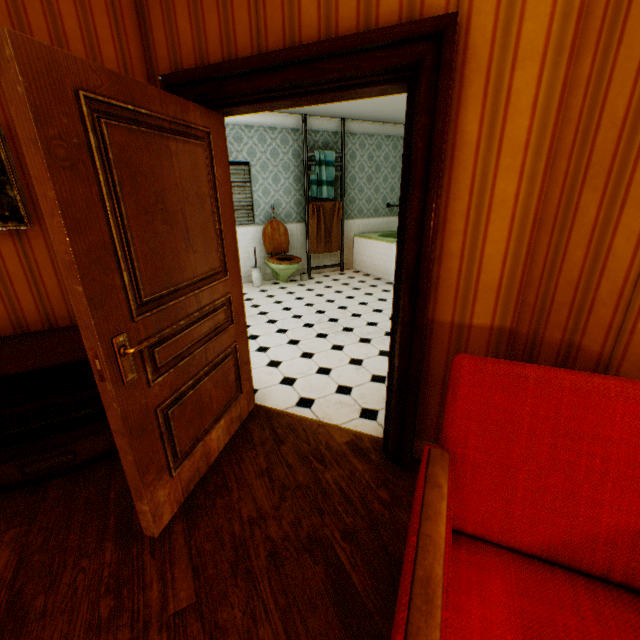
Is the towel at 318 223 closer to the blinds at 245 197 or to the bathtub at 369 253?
the bathtub at 369 253

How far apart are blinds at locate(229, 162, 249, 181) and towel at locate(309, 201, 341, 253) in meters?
1.2

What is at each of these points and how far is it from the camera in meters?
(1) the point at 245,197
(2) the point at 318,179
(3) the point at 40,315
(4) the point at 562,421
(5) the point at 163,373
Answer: (1) blinds, 6.3
(2) towel, 6.6
(3) building, 2.2
(4) chair, 1.1
(5) childactor, 1.7

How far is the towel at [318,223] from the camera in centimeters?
689cm

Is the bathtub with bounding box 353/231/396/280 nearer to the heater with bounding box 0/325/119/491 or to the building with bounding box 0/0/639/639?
the building with bounding box 0/0/639/639

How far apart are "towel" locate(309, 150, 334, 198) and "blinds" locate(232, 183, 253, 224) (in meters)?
1.24

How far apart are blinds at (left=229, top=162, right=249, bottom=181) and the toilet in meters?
0.3 m

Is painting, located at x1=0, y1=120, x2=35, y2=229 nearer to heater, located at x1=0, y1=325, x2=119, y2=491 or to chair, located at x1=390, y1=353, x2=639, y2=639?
heater, located at x1=0, y1=325, x2=119, y2=491
